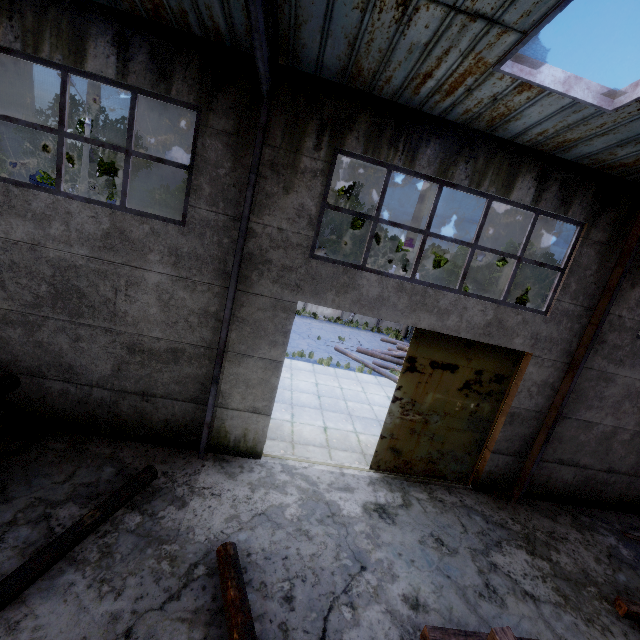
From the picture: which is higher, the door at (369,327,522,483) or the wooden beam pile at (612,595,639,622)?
the door at (369,327,522,483)

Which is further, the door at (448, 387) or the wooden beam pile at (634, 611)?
the door at (448, 387)

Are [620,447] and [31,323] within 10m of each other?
no

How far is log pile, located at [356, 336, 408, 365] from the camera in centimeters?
1728cm

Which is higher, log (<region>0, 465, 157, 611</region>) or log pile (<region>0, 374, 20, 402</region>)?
log pile (<region>0, 374, 20, 402</region>)

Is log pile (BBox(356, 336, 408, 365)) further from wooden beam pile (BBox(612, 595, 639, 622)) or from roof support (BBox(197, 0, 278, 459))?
roof support (BBox(197, 0, 278, 459))

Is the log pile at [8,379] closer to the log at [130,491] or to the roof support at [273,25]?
the log at [130,491]

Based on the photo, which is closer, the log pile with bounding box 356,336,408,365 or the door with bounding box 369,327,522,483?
the door with bounding box 369,327,522,483
